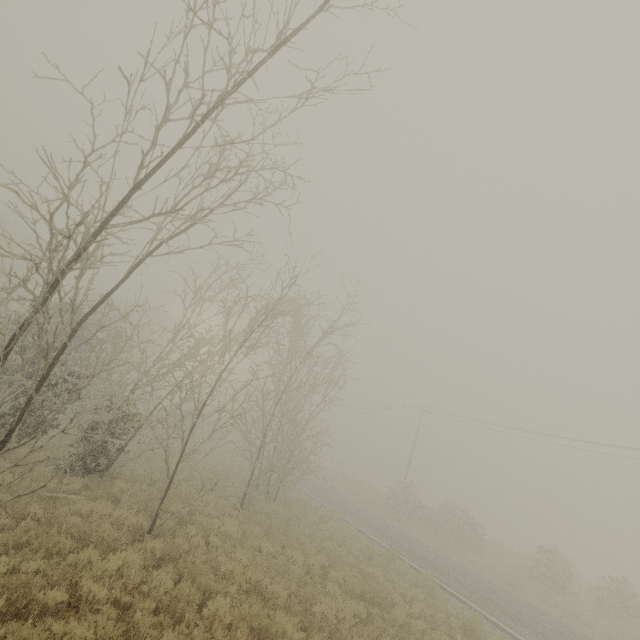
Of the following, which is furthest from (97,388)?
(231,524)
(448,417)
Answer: (448,417)
